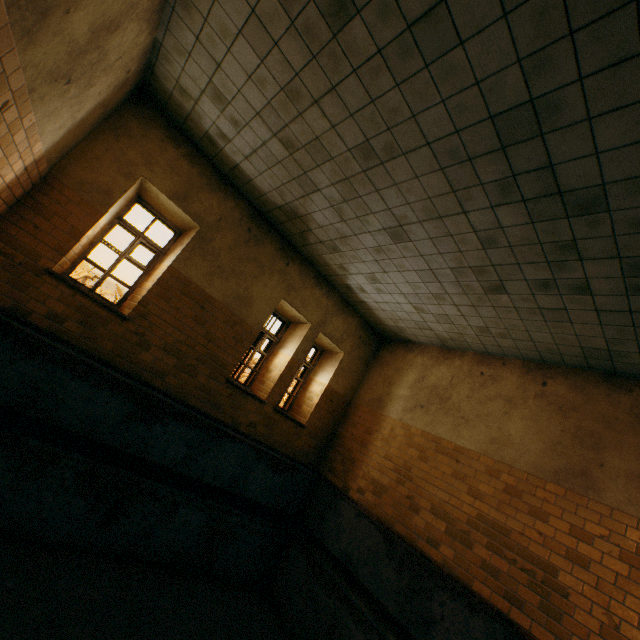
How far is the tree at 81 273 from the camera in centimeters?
3306cm

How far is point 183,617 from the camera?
4.8m

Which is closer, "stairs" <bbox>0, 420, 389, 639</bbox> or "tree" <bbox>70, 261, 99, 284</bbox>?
"stairs" <bbox>0, 420, 389, 639</bbox>

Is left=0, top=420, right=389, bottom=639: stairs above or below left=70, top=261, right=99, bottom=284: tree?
below

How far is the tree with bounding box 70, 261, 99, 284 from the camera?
33.06m

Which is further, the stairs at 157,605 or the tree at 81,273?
the tree at 81,273
